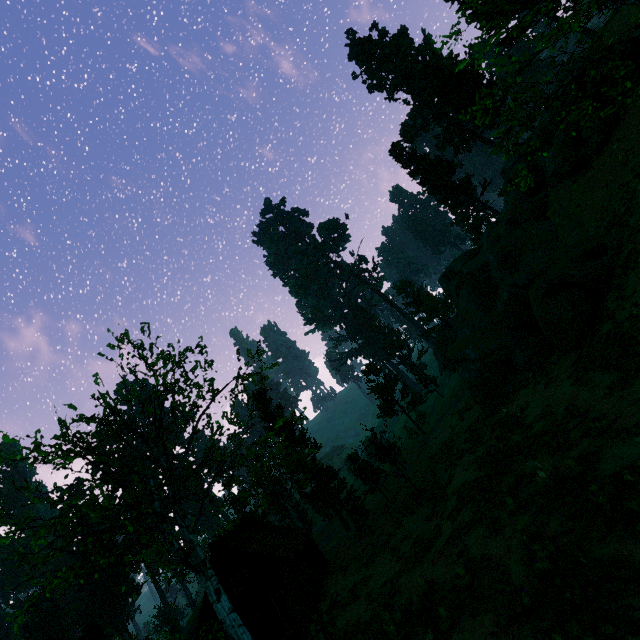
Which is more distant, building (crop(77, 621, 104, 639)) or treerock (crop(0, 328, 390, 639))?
building (crop(77, 621, 104, 639))

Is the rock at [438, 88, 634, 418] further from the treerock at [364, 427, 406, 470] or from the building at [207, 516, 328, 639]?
the building at [207, 516, 328, 639]

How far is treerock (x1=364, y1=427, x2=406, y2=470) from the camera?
25.84m

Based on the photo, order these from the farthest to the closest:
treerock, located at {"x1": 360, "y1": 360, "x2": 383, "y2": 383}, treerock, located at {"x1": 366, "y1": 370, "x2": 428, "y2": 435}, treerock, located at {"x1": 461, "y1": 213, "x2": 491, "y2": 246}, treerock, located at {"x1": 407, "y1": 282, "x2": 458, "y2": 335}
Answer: treerock, located at {"x1": 407, "y1": 282, "x2": 458, "y2": 335} < treerock, located at {"x1": 461, "y1": 213, "x2": 491, "y2": 246} < treerock, located at {"x1": 360, "y1": 360, "x2": 383, "y2": 383} < treerock, located at {"x1": 366, "y1": 370, "x2": 428, "y2": 435}

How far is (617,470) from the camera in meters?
7.7 m

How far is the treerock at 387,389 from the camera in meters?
39.9

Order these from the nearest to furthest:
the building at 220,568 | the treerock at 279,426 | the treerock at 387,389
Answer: the treerock at 279,426
the building at 220,568
the treerock at 387,389
